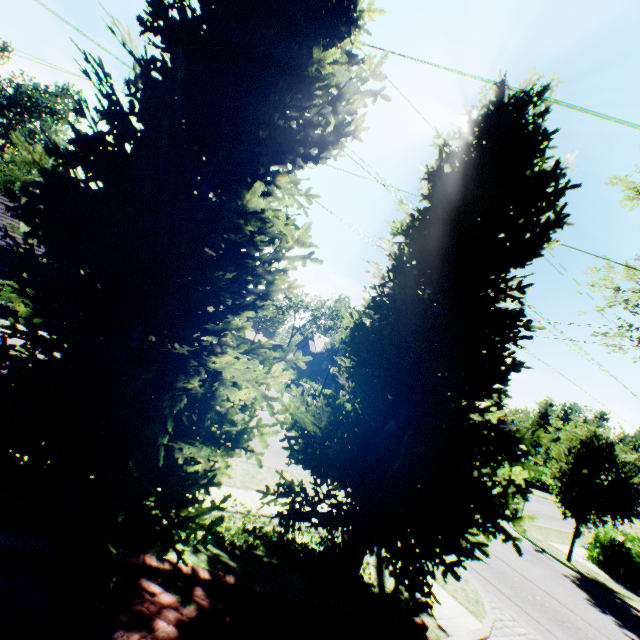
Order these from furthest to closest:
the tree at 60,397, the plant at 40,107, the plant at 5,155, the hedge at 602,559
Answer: the plant at 40,107
the plant at 5,155
the hedge at 602,559
the tree at 60,397

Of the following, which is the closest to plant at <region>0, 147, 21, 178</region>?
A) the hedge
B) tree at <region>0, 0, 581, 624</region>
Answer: tree at <region>0, 0, 581, 624</region>

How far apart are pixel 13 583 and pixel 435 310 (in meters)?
7.75

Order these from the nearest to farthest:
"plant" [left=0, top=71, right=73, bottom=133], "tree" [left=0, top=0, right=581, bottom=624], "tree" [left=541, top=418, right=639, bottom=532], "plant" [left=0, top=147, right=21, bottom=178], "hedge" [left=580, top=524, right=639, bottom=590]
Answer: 1. "tree" [left=0, top=0, right=581, bottom=624]
2. "tree" [left=541, top=418, right=639, bottom=532]
3. "hedge" [left=580, top=524, right=639, bottom=590]
4. "plant" [left=0, top=147, right=21, bottom=178]
5. "plant" [left=0, top=71, right=73, bottom=133]

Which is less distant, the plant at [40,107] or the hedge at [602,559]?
the hedge at [602,559]

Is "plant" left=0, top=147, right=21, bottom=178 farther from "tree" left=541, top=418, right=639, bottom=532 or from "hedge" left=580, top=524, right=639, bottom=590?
"hedge" left=580, top=524, right=639, bottom=590
